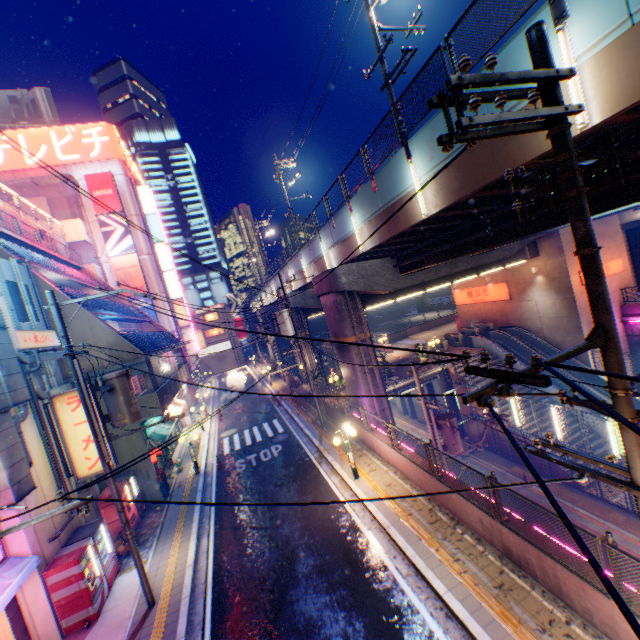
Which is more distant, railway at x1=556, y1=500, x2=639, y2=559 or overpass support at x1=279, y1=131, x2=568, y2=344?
railway at x1=556, y1=500, x2=639, y2=559

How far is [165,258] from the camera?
38.03m

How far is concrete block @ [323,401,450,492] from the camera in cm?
1080

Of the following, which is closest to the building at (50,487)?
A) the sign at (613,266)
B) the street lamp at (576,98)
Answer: the street lamp at (576,98)

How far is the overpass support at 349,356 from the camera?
19.06m

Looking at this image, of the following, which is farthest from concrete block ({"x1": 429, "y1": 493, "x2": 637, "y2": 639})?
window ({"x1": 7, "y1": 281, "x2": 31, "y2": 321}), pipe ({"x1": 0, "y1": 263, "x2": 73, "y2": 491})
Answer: window ({"x1": 7, "y1": 281, "x2": 31, "y2": 321})

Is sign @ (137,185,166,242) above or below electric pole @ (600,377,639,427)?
above

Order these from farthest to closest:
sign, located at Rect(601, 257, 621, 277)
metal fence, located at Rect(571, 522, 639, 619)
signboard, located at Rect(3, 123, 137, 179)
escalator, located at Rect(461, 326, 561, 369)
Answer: signboard, located at Rect(3, 123, 137, 179), escalator, located at Rect(461, 326, 561, 369), sign, located at Rect(601, 257, 621, 277), metal fence, located at Rect(571, 522, 639, 619)
